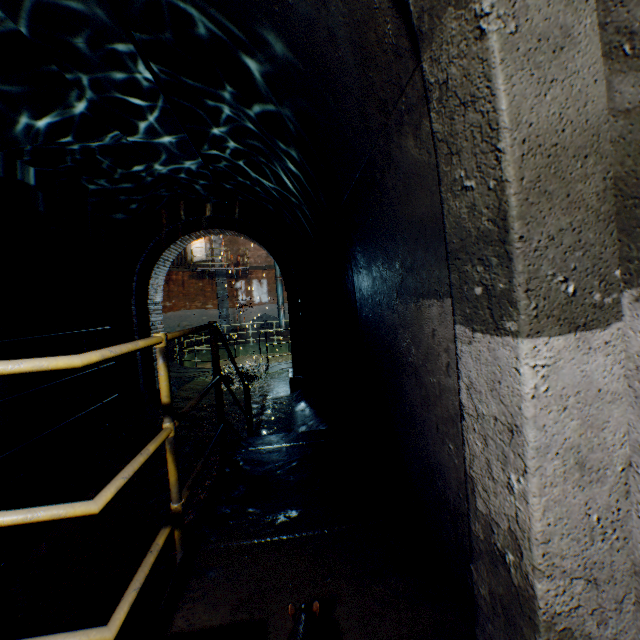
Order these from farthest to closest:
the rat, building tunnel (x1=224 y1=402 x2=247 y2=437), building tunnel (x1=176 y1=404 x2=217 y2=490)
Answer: building tunnel (x1=224 y1=402 x2=247 y2=437) < building tunnel (x1=176 y1=404 x2=217 y2=490) < the rat

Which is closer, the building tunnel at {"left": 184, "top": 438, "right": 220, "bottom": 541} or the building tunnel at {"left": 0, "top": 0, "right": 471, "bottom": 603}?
the building tunnel at {"left": 0, "top": 0, "right": 471, "bottom": 603}

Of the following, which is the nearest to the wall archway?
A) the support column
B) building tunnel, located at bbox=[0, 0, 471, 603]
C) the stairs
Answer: building tunnel, located at bbox=[0, 0, 471, 603]

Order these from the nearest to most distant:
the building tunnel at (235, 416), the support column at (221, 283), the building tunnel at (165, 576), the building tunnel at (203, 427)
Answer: the building tunnel at (165, 576) → the building tunnel at (203, 427) → the building tunnel at (235, 416) → the support column at (221, 283)

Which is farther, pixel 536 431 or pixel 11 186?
pixel 11 186

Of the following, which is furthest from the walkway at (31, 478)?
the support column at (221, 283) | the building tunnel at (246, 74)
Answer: the support column at (221, 283)

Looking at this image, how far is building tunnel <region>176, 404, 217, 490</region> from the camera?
4.85m

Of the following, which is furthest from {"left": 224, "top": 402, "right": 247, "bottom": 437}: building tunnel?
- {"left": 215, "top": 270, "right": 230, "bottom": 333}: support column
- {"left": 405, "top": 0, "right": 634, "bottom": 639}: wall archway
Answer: {"left": 215, "top": 270, "right": 230, "bottom": 333}: support column
